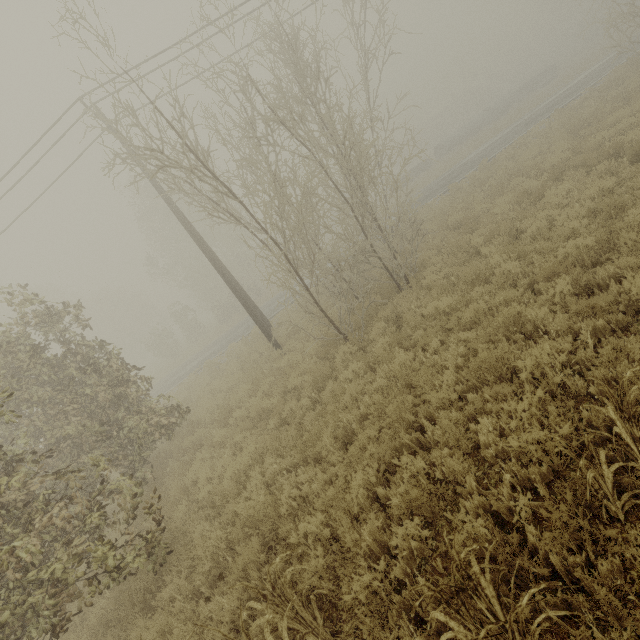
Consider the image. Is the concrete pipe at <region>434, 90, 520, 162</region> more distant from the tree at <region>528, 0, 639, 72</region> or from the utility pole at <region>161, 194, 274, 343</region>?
the utility pole at <region>161, 194, 274, 343</region>

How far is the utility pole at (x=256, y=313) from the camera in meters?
12.8

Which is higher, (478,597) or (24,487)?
(24,487)

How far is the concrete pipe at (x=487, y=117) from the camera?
37.41m

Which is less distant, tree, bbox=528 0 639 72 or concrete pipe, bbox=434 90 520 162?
tree, bbox=528 0 639 72

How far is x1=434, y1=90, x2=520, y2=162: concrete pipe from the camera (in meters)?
37.41

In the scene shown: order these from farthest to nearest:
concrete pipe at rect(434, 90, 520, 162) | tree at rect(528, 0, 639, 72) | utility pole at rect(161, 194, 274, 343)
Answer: concrete pipe at rect(434, 90, 520, 162) → tree at rect(528, 0, 639, 72) → utility pole at rect(161, 194, 274, 343)

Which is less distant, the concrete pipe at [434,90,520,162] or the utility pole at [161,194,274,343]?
the utility pole at [161,194,274,343]
